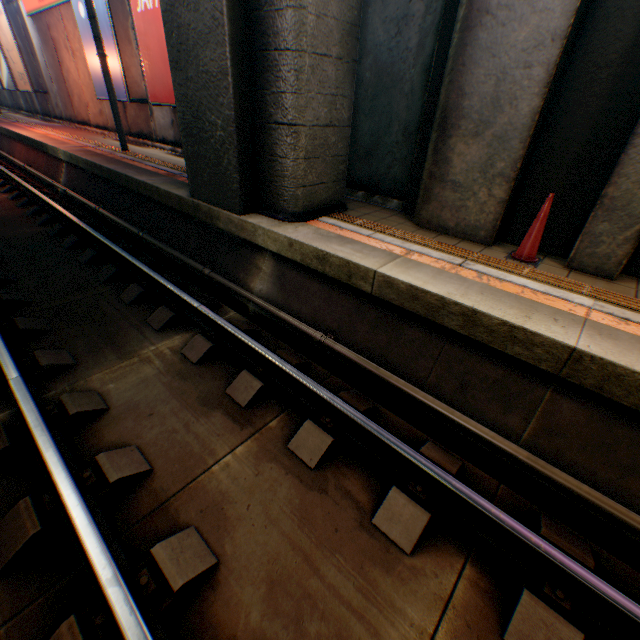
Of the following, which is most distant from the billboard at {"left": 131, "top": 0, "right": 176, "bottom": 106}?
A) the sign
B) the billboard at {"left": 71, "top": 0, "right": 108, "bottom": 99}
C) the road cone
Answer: the road cone

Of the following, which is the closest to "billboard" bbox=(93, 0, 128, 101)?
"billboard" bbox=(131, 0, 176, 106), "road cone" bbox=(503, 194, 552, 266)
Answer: "billboard" bbox=(131, 0, 176, 106)

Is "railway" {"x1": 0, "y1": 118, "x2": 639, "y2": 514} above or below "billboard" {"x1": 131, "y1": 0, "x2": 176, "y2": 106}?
below

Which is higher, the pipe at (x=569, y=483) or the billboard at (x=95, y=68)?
the billboard at (x=95, y=68)

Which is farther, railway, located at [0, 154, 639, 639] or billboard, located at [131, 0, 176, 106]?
billboard, located at [131, 0, 176, 106]

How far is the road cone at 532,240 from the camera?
3.9m

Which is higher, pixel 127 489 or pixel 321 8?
pixel 321 8

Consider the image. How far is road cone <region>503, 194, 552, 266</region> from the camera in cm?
392
